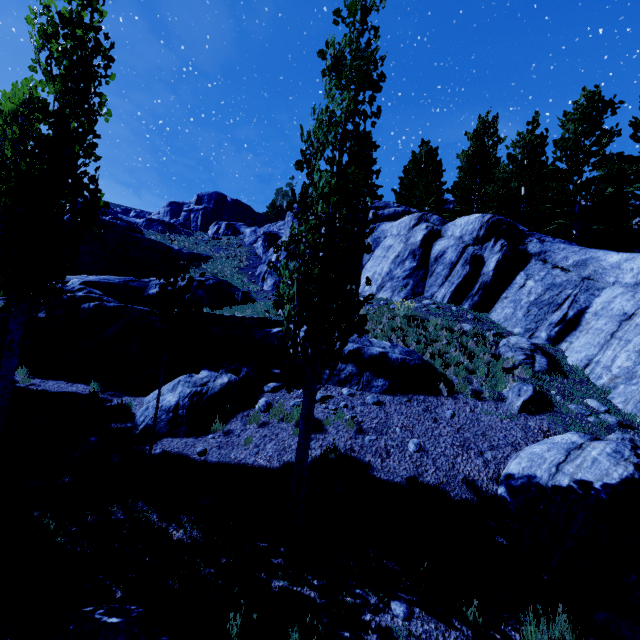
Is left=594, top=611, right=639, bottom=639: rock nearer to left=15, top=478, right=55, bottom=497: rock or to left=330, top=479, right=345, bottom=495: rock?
left=15, top=478, right=55, bottom=497: rock

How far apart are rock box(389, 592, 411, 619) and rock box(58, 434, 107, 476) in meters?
6.5 m

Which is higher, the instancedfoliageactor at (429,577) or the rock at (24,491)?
the instancedfoliageactor at (429,577)

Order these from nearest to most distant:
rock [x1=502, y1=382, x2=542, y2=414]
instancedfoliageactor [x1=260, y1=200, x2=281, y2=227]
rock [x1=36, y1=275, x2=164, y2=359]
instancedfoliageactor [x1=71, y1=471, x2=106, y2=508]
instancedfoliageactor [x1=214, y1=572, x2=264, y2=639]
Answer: instancedfoliageactor [x1=214, y1=572, x2=264, y2=639] < instancedfoliageactor [x1=71, y1=471, x2=106, y2=508] < rock [x1=502, y1=382, x2=542, y2=414] < rock [x1=36, y1=275, x2=164, y2=359] < instancedfoliageactor [x1=260, y1=200, x2=281, y2=227]

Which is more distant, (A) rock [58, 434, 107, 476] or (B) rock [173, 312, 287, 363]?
(B) rock [173, 312, 287, 363]

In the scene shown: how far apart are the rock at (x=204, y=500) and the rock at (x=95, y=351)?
8.68m

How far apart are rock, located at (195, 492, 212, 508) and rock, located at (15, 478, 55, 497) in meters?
3.0

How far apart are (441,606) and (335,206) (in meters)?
6.05
